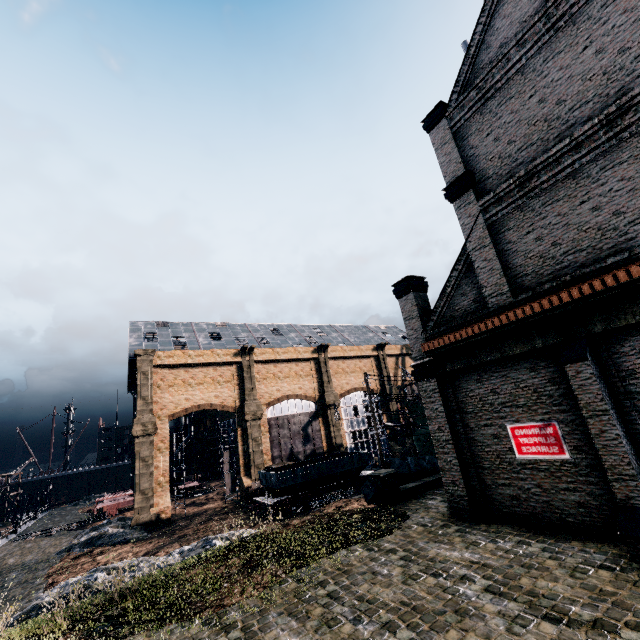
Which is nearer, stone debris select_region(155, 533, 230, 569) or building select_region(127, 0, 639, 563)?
building select_region(127, 0, 639, 563)

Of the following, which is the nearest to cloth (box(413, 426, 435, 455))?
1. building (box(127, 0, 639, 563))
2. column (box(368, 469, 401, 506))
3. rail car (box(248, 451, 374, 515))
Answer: rail car (box(248, 451, 374, 515))

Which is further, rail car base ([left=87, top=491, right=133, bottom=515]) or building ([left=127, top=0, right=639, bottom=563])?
rail car base ([left=87, top=491, right=133, bottom=515])

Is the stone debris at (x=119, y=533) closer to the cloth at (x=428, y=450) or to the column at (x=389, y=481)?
the column at (x=389, y=481)

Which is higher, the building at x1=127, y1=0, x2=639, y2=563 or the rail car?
the building at x1=127, y1=0, x2=639, y2=563

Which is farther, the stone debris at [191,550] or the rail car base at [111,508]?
the rail car base at [111,508]

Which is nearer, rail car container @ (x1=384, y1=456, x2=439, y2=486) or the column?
the column

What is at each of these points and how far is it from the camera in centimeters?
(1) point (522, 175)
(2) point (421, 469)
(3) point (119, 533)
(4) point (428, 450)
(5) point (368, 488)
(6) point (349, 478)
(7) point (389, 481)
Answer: (1) building, 1202cm
(2) rail car container, 2111cm
(3) stone debris, 3028cm
(4) cloth, 3709cm
(5) rail car container, 2203cm
(6) rail car, 3400cm
(7) column, 1788cm
